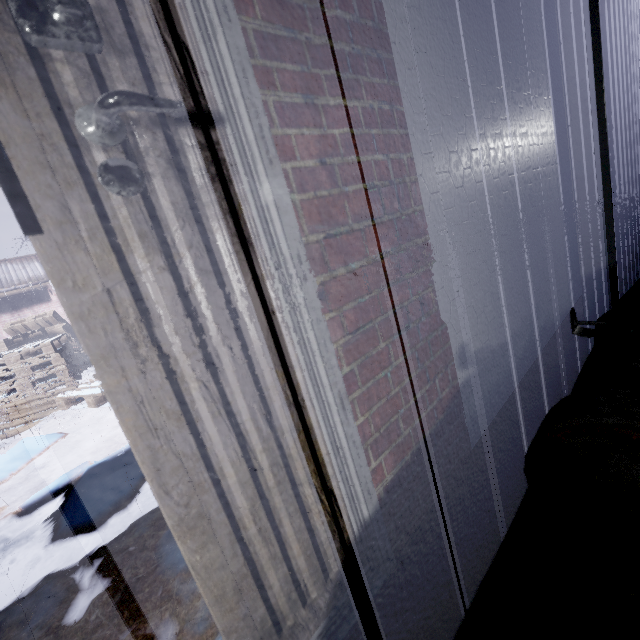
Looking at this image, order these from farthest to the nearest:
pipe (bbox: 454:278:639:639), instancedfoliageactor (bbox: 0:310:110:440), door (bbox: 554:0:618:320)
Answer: instancedfoliageactor (bbox: 0:310:110:440), door (bbox: 554:0:618:320), pipe (bbox: 454:278:639:639)

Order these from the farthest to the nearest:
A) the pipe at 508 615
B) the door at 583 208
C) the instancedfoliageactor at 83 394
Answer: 1. the instancedfoliageactor at 83 394
2. the door at 583 208
3. the pipe at 508 615

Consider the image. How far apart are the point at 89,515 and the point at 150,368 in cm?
180

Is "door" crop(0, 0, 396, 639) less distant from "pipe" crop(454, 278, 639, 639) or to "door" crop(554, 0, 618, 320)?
"pipe" crop(454, 278, 639, 639)

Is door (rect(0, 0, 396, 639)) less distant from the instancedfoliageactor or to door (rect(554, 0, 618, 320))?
the instancedfoliageactor

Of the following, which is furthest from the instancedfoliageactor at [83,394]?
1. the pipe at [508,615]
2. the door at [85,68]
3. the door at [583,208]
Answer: the door at [583,208]
